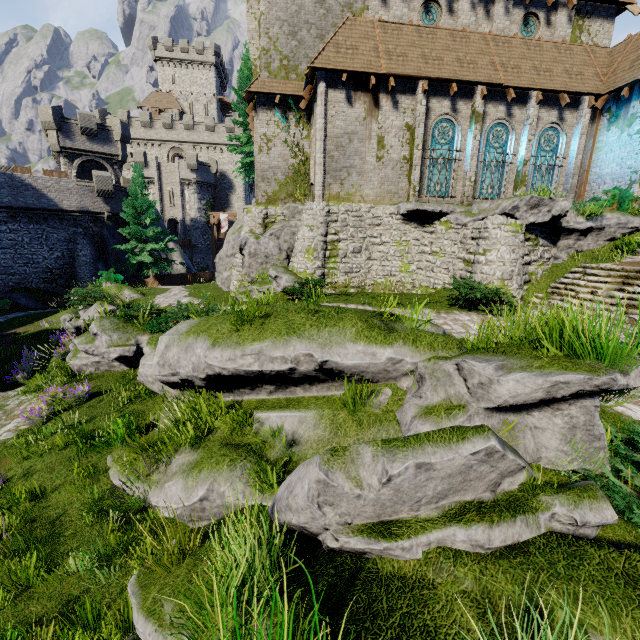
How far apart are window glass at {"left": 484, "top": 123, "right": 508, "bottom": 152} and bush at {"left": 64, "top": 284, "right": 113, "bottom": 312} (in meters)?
19.51

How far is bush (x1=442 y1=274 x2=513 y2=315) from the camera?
11.4 meters

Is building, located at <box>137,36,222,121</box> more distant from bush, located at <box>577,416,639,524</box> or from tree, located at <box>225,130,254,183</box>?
bush, located at <box>577,416,639,524</box>

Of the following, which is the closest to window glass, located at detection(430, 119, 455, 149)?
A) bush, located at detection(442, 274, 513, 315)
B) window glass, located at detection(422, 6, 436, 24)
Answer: bush, located at detection(442, 274, 513, 315)

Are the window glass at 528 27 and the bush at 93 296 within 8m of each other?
no

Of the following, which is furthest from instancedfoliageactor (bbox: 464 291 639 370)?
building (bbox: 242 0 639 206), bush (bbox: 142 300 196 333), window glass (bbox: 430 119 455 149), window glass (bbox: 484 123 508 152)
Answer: window glass (bbox: 484 123 508 152)

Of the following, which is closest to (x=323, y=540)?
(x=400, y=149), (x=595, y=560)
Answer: (x=595, y=560)

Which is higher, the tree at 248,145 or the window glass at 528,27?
the window glass at 528,27
